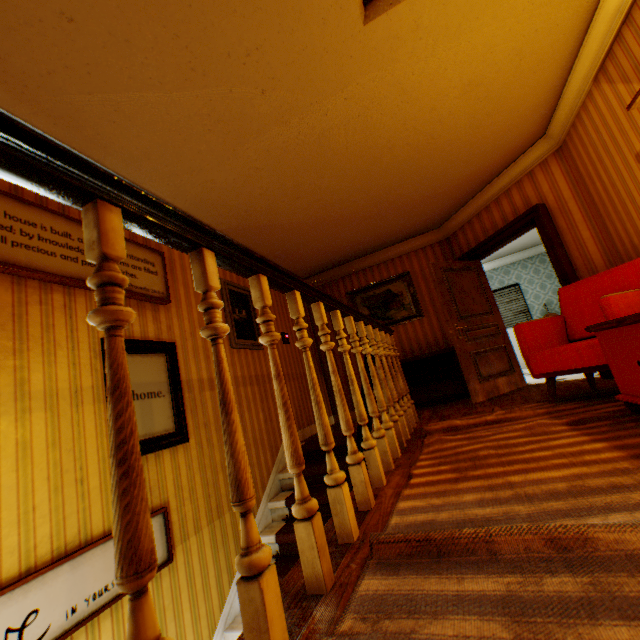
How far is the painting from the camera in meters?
6.4

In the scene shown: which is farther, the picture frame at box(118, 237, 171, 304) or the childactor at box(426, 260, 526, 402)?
the childactor at box(426, 260, 526, 402)

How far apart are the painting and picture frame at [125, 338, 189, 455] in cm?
405

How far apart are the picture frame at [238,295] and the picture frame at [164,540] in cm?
199

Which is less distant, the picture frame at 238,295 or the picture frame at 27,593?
the picture frame at 27,593

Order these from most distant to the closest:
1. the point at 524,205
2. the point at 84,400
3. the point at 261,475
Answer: the point at 524,205 → the point at 261,475 → the point at 84,400

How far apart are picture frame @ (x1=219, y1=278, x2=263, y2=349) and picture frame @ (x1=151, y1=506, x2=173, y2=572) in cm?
199

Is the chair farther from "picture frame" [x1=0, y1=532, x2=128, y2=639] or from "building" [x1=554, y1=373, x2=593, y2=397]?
"picture frame" [x1=0, y1=532, x2=128, y2=639]
